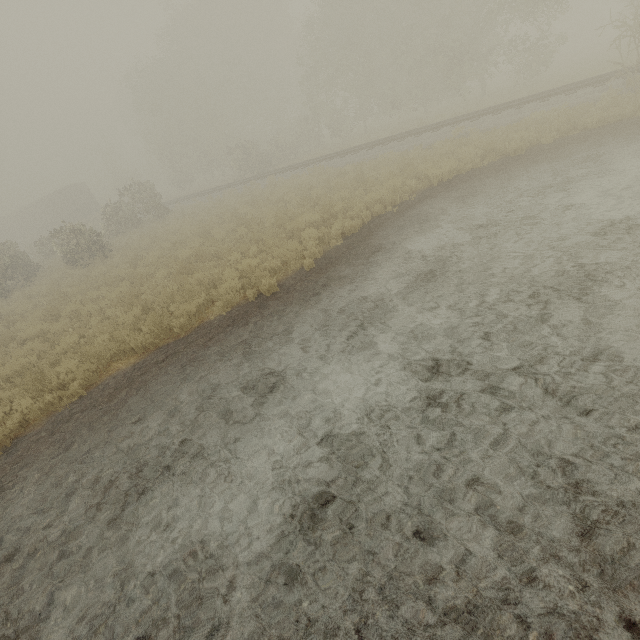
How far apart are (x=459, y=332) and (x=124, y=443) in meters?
5.8 m

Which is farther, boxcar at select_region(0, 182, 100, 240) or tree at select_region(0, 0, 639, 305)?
boxcar at select_region(0, 182, 100, 240)

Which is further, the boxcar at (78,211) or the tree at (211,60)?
the boxcar at (78,211)
